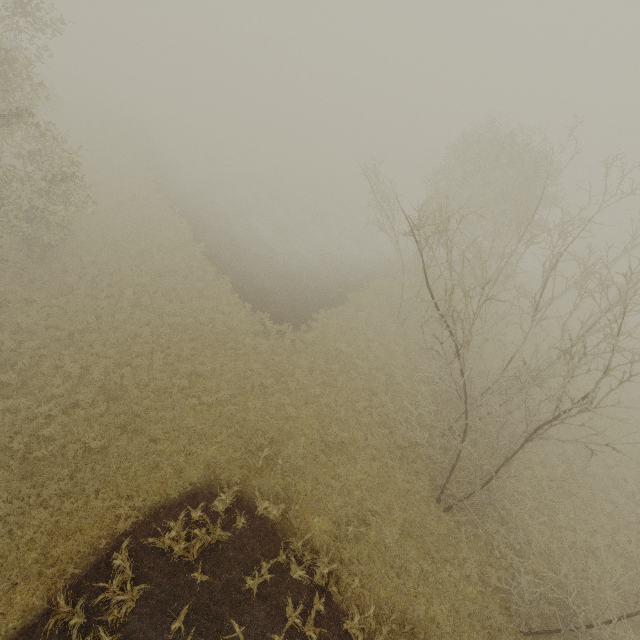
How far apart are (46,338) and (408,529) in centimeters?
1835cm
